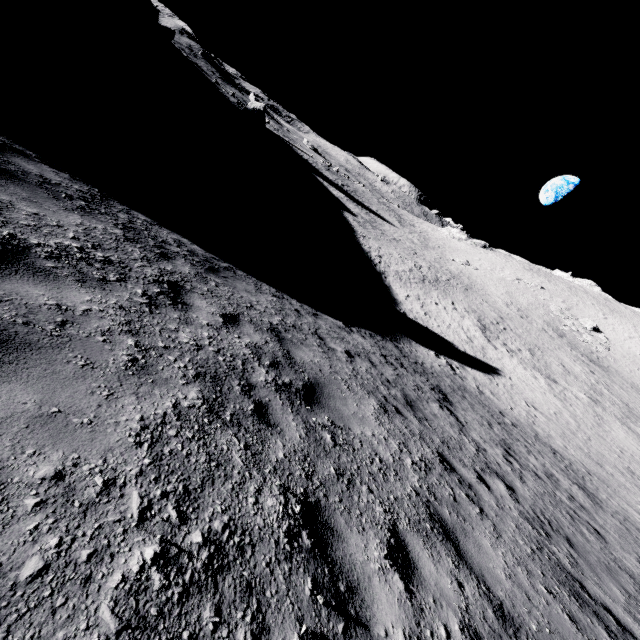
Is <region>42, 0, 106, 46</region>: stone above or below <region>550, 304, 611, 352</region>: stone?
below

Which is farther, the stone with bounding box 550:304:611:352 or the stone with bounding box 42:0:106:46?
the stone with bounding box 550:304:611:352

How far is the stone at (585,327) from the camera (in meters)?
45.72

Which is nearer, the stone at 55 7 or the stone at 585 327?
the stone at 55 7

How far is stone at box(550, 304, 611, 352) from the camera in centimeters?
4572cm

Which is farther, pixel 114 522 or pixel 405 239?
pixel 405 239
